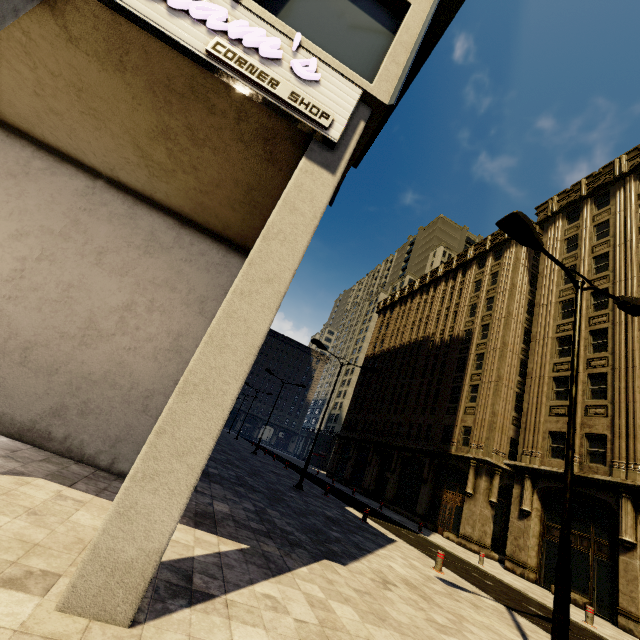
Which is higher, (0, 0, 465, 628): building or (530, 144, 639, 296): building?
(530, 144, 639, 296): building

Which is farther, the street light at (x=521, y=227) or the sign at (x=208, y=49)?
the street light at (x=521, y=227)

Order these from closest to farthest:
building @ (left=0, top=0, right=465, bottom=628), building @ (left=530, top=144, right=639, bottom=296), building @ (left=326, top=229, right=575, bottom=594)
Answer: building @ (left=0, top=0, right=465, bottom=628)
building @ (left=326, top=229, right=575, bottom=594)
building @ (left=530, top=144, right=639, bottom=296)

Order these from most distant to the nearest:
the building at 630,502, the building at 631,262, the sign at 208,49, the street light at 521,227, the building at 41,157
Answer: the building at 631,262, the building at 630,502, the street light at 521,227, the sign at 208,49, the building at 41,157

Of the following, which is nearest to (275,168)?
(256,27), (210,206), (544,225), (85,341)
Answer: (256,27)

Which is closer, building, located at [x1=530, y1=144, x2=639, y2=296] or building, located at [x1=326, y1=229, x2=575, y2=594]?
building, located at [x1=326, y1=229, x2=575, y2=594]

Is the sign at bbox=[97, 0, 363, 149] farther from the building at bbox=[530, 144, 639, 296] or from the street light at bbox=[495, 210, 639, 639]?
the street light at bbox=[495, 210, 639, 639]
